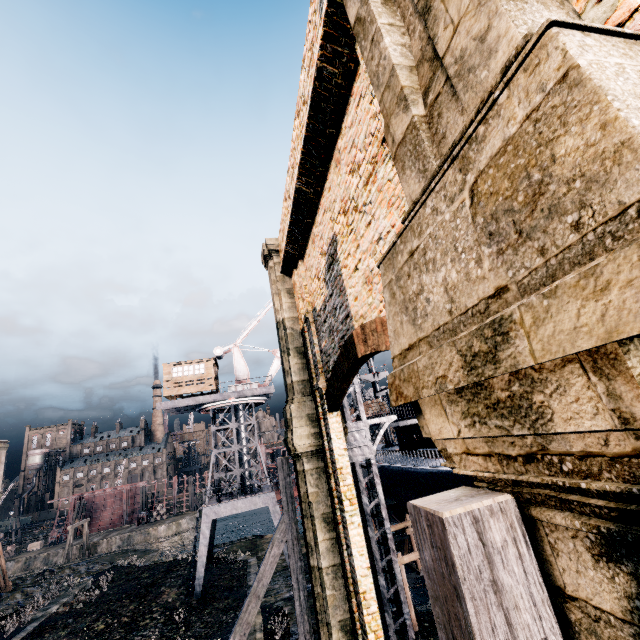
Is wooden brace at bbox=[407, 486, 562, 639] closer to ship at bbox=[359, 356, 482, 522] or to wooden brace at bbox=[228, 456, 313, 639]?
wooden brace at bbox=[228, 456, 313, 639]

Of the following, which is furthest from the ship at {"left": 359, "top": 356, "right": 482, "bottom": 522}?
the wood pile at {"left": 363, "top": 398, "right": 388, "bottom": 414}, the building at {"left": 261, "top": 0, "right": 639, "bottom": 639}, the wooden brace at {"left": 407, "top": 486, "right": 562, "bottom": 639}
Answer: the wooden brace at {"left": 407, "top": 486, "right": 562, "bottom": 639}

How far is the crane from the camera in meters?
26.2 m

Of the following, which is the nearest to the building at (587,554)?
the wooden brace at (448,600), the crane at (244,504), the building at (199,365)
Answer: the wooden brace at (448,600)

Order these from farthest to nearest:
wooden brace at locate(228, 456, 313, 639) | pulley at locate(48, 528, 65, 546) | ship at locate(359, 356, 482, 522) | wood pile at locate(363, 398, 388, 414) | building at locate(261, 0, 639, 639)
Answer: pulley at locate(48, 528, 65, 546), wood pile at locate(363, 398, 388, 414), ship at locate(359, 356, 482, 522), wooden brace at locate(228, 456, 313, 639), building at locate(261, 0, 639, 639)

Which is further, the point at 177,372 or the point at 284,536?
the point at 177,372

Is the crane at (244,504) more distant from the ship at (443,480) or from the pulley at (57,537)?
the pulley at (57,537)

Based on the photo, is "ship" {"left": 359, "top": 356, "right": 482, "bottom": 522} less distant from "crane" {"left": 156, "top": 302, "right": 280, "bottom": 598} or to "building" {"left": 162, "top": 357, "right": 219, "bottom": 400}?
"crane" {"left": 156, "top": 302, "right": 280, "bottom": 598}
